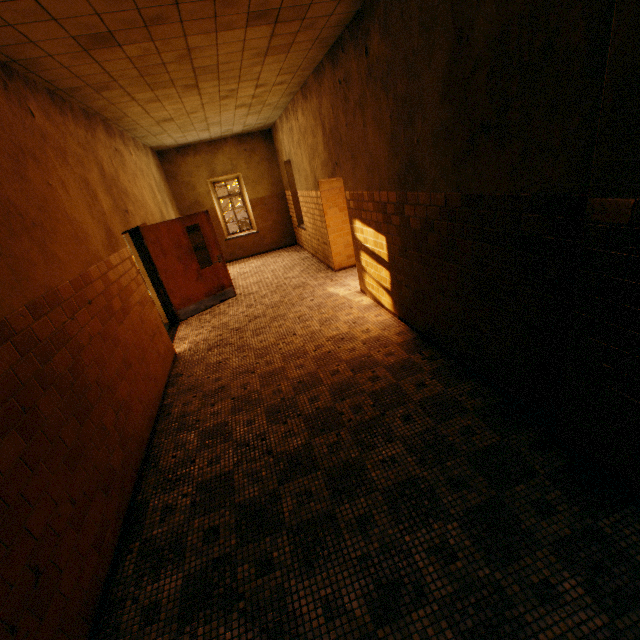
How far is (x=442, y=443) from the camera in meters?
2.9 m

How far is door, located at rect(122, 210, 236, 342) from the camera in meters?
6.6

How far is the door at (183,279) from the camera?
6.56m
